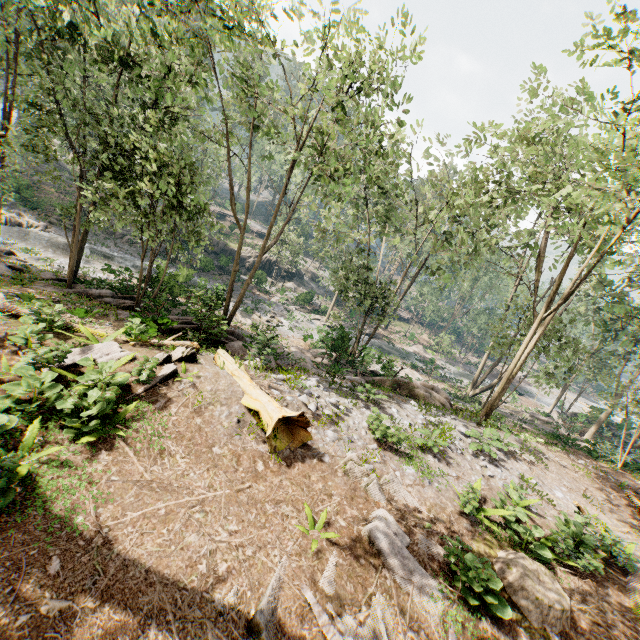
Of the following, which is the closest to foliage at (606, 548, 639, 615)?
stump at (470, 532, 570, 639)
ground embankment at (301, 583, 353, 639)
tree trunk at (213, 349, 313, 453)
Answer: ground embankment at (301, 583, 353, 639)

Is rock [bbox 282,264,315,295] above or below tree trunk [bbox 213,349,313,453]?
below

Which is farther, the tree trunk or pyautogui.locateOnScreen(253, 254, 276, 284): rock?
pyautogui.locateOnScreen(253, 254, 276, 284): rock

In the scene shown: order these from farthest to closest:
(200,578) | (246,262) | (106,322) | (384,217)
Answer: (246,262) → (384,217) → (106,322) → (200,578)

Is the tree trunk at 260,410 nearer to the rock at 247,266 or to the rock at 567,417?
the rock at 247,266

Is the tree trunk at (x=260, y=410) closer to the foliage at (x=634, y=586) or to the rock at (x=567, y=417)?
the foliage at (x=634, y=586)

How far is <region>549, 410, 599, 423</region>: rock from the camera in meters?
24.1 m

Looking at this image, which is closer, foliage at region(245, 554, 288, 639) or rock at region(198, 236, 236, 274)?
foliage at region(245, 554, 288, 639)
